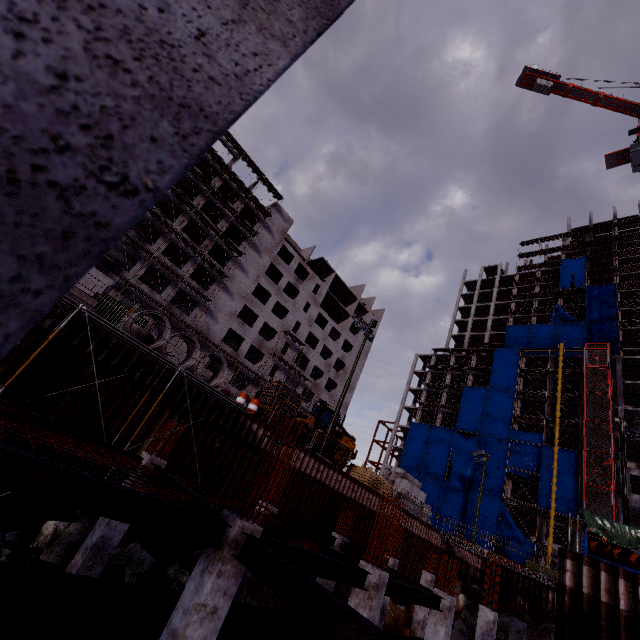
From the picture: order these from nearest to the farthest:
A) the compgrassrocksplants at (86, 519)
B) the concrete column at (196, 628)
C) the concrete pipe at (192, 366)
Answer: the concrete column at (196, 628) < the compgrassrocksplants at (86, 519) < the concrete pipe at (192, 366)

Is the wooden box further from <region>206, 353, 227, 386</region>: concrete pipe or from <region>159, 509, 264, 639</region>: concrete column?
<region>159, 509, 264, 639</region>: concrete column

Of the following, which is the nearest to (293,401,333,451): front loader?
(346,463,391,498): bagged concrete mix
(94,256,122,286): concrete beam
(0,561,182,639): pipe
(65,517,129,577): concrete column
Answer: (346,463,391,498): bagged concrete mix

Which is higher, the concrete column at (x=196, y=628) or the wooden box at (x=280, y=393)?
the wooden box at (x=280, y=393)

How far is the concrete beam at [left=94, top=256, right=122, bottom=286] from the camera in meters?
16.0

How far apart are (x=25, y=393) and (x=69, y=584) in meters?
7.6 m

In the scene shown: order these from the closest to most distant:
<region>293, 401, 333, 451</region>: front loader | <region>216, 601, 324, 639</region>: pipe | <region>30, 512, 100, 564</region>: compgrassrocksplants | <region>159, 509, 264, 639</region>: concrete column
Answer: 1. <region>159, 509, 264, 639</region>: concrete column
2. <region>216, 601, 324, 639</region>: pipe
3. <region>30, 512, 100, 564</region>: compgrassrocksplants
4. <region>293, 401, 333, 451</region>: front loader

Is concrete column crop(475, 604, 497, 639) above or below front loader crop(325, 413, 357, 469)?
below
